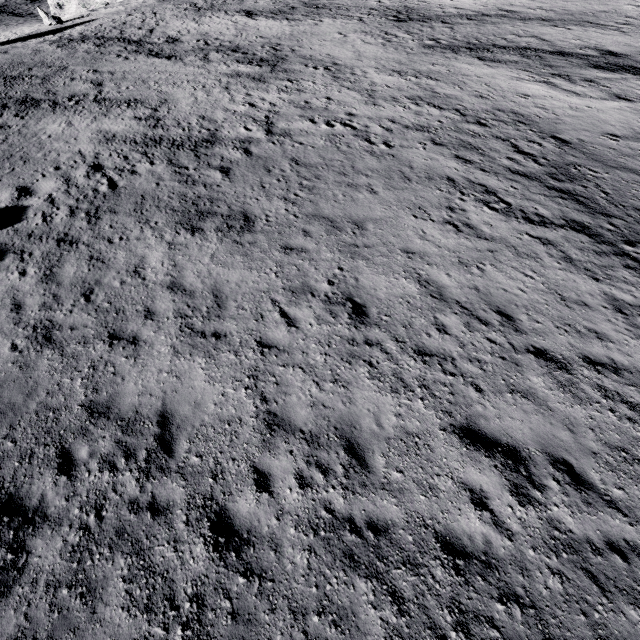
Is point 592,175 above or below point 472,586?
below
